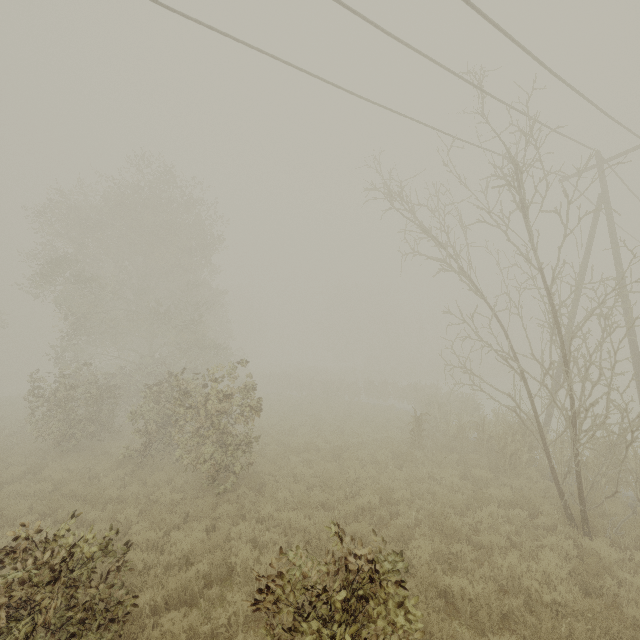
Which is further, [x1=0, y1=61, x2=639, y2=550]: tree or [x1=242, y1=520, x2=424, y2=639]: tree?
[x1=0, y1=61, x2=639, y2=550]: tree

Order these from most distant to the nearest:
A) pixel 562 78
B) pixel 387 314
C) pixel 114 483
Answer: pixel 387 314 < pixel 114 483 < pixel 562 78

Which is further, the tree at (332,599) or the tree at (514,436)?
the tree at (514,436)
